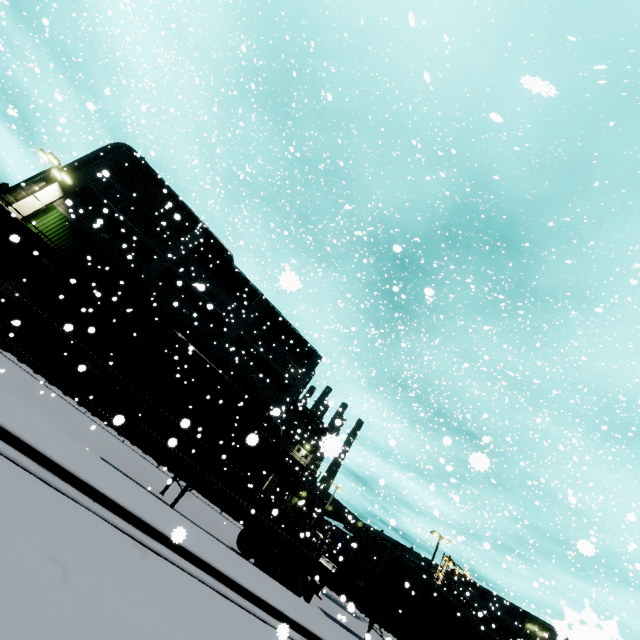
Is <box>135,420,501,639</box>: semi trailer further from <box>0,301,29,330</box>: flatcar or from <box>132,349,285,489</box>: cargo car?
<box>0,301,29,330</box>: flatcar

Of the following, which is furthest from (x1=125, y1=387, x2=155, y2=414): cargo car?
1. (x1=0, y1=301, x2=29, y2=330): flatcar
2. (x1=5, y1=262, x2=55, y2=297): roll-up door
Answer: (x1=5, y1=262, x2=55, y2=297): roll-up door

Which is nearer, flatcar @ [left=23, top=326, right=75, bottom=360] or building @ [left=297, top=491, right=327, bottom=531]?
flatcar @ [left=23, top=326, right=75, bottom=360]

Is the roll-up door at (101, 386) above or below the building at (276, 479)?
below

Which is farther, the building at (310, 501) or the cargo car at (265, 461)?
the building at (310, 501)

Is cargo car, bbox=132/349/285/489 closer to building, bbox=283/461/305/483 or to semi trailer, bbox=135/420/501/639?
semi trailer, bbox=135/420/501/639

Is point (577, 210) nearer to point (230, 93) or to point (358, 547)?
point (230, 93)
